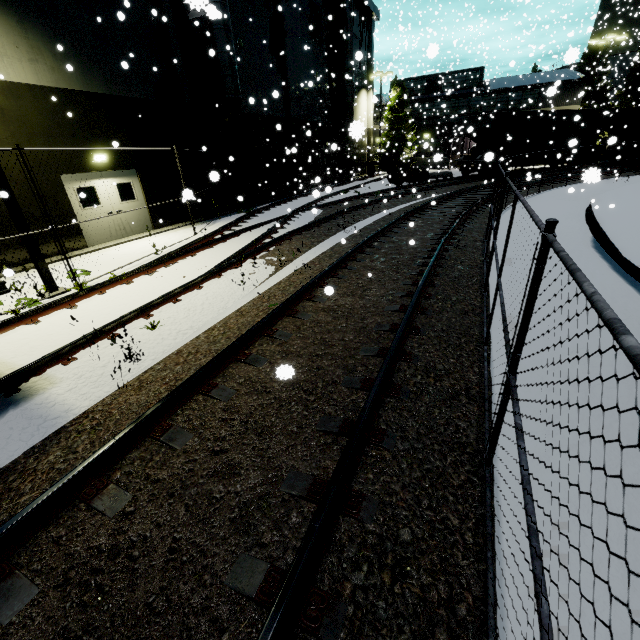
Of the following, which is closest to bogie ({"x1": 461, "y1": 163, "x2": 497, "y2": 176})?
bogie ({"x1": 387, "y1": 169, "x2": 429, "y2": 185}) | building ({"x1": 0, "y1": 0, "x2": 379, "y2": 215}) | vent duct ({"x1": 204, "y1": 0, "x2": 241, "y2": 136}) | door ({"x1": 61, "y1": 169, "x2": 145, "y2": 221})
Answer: bogie ({"x1": 387, "y1": 169, "x2": 429, "y2": 185})

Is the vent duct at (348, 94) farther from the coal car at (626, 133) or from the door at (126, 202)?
the door at (126, 202)

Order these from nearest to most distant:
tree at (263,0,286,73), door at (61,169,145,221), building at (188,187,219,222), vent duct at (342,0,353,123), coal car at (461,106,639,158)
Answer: door at (61,169,145,221), building at (188,187,219,222), tree at (263,0,286,73), coal car at (461,106,639,158), vent duct at (342,0,353,123)

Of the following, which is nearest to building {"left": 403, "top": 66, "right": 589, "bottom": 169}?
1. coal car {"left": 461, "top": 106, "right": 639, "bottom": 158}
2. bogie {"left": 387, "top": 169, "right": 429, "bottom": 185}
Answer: coal car {"left": 461, "top": 106, "right": 639, "bottom": 158}

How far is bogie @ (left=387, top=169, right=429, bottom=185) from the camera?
25.45m

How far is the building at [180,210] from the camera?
14.09m

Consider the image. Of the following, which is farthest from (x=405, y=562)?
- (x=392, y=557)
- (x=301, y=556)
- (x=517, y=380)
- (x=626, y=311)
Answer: (x=626, y=311)

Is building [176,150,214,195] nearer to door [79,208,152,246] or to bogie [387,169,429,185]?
door [79,208,152,246]
